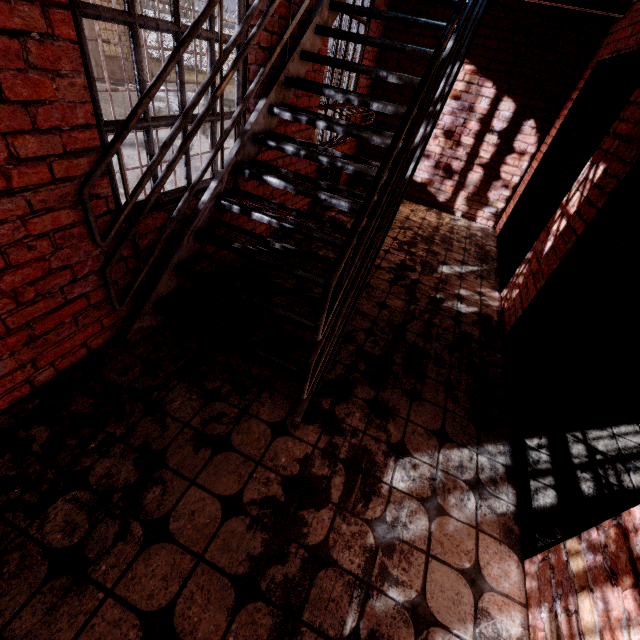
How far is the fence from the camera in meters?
24.6 m

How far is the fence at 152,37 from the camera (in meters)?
24.62

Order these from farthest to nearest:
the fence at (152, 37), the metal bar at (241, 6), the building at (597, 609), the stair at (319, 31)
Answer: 1. the fence at (152, 37)
2. the metal bar at (241, 6)
3. the stair at (319, 31)
4. the building at (597, 609)

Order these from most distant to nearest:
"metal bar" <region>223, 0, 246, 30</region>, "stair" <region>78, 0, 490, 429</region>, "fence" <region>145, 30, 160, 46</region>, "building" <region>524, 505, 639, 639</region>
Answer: "fence" <region>145, 30, 160, 46</region> < "metal bar" <region>223, 0, 246, 30</region> < "stair" <region>78, 0, 490, 429</region> < "building" <region>524, 505, 639, 639</region>

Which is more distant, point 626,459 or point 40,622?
point 626,459

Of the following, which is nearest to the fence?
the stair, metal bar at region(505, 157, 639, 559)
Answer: the stair

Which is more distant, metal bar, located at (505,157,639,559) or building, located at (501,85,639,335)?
building, located at (501,85,639,335)

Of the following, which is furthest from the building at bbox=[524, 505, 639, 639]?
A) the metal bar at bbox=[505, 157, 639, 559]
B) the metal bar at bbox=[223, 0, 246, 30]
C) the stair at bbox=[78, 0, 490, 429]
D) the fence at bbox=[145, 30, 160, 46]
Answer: the fence at bbox=[145, 30, 160, 46]
